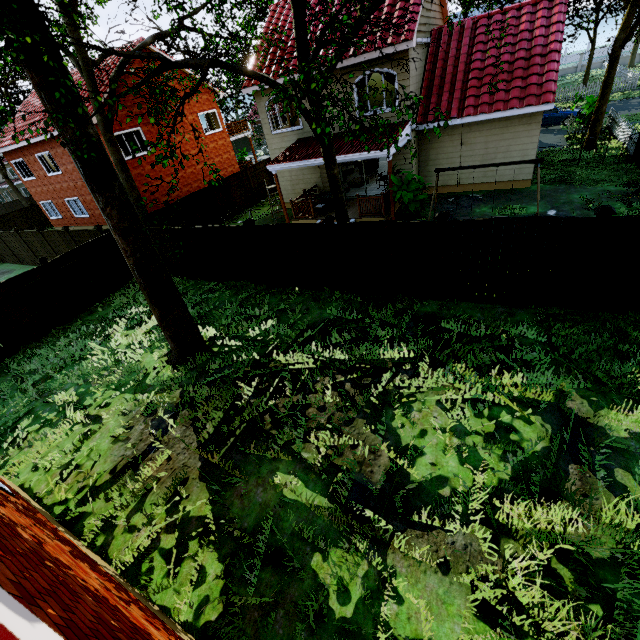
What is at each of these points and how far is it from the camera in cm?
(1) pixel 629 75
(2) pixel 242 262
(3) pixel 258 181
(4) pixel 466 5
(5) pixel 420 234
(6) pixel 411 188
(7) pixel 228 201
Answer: (1) fence, 3056
(2) fence, 1196
(3) fence, 2208
(4) tree, 817
(5) fence, 826
(6) plant, 1260
(7) fence, 1995

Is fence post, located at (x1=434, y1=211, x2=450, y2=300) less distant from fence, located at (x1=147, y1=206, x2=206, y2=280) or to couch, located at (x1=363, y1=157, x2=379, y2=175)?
fence, located at (x1=147, y1=206, x2=206, y2=280)

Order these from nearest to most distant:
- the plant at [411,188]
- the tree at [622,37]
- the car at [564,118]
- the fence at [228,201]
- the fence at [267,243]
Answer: the fence at [267,243] → the plant at [411,188] → the tree at [622,37] → the fence at [228,201] → the car at [564,118]

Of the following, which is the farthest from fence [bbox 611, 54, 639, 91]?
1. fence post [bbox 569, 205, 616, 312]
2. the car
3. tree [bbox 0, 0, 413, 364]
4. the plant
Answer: the plant

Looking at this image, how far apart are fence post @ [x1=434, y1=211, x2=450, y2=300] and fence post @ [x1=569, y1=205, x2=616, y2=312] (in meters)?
2.71

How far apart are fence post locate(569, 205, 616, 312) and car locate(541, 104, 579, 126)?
23.1 meters

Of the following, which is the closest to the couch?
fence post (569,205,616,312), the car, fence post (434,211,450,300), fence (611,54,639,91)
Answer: fence (611,54,639,91)

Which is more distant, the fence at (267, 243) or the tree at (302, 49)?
the fence at (267, 243)
